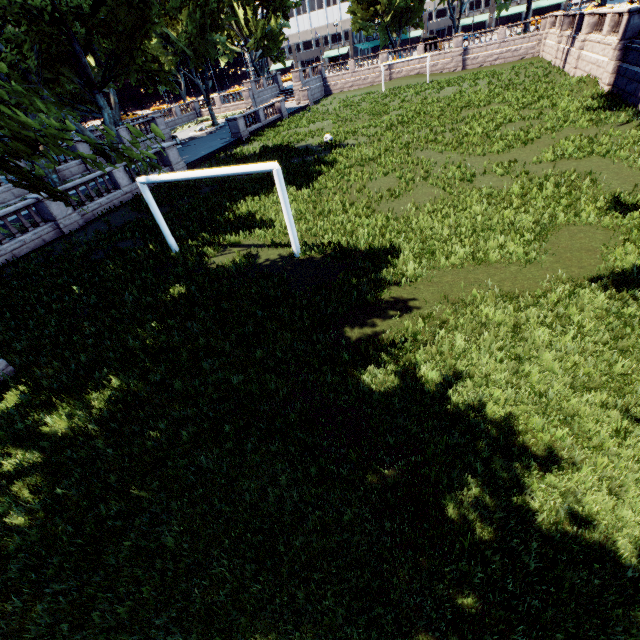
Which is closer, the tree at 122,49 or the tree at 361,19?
the tree at 122,49

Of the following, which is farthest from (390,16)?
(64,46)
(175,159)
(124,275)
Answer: (124,275)

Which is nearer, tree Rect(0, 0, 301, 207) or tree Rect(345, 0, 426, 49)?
tree Rect(0, 0, 301, 207)
